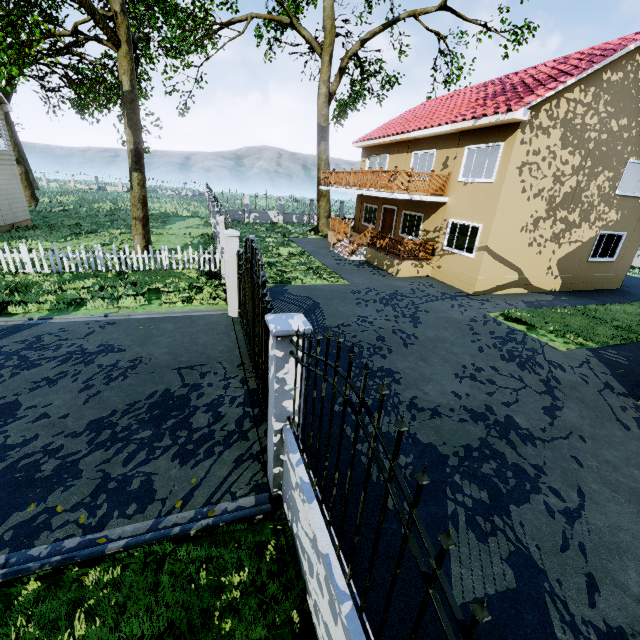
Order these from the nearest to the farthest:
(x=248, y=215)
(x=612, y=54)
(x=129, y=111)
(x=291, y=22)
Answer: (x=612, y=54) < (x=129, y=111) < (x=291, y=22) < (x=248, y=215)

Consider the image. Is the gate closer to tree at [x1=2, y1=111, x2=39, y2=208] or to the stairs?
tree at [x1=2, y1=111, x2=39, y2=208]

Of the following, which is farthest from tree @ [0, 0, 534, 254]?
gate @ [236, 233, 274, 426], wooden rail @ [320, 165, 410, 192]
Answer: gate @ [236, 233, 274, 426]

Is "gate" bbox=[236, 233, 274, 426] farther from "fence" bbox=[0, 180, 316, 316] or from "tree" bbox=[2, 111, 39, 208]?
"tree" bbox=[2, 111, 39, 208]

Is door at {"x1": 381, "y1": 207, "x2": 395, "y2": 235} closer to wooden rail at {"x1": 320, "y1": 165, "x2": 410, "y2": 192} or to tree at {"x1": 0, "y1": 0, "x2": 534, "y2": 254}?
wooden rail at {"x1": 320, "y1": 165, "x2": 410, "y2": 192}

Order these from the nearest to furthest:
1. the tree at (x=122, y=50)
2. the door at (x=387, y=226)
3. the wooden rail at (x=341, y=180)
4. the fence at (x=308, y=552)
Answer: the fence at (x=308, y=552)
the tree at (x=122, y=50)
the wooden rail at (x=341, y=180)
the door at (x=387, y=226)

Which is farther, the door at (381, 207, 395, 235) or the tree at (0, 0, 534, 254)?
the door at (381, 207, 395, 235)

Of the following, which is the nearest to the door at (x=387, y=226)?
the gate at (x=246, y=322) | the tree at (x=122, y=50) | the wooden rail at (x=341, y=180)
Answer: the wooden rail at (x=341, y=180)
